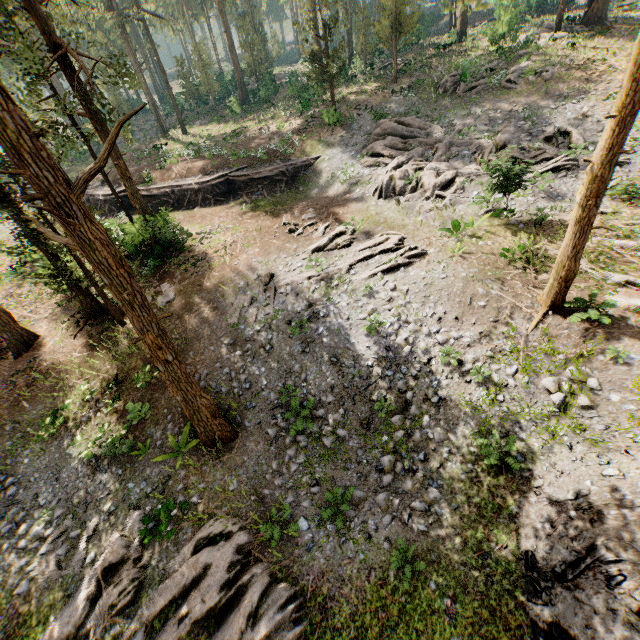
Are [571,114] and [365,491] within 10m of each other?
no

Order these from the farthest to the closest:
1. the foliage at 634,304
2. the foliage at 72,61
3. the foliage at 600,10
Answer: the foliage at 600,10 → the foliage at 634,304 → the foliage at 72,61

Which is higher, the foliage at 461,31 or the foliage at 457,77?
the foliage at 461,31

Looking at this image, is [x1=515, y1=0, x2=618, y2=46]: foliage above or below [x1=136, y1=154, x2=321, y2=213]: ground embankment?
above

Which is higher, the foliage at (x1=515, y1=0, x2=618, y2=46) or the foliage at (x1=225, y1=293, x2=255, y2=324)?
the foliage at (x1=515, y1=0, x2=618, y2=46)

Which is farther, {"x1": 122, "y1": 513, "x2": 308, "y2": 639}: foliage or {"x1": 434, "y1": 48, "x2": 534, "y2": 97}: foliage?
{"x1": 434, "y1": 48, "x2": 534, "y2": 97}: foliage

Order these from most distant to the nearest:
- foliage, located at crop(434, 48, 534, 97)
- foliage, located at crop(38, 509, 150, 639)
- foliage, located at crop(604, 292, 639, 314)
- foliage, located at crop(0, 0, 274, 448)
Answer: foliage, located at crop(434, 48, 534, 97), foliage, located at crop(604, 292, 639, 314), foliage, located at crop(38, 509, 150, 639), foliage, located at crop(0, 0, 274, 448)

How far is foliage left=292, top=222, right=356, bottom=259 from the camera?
18.1 meters
